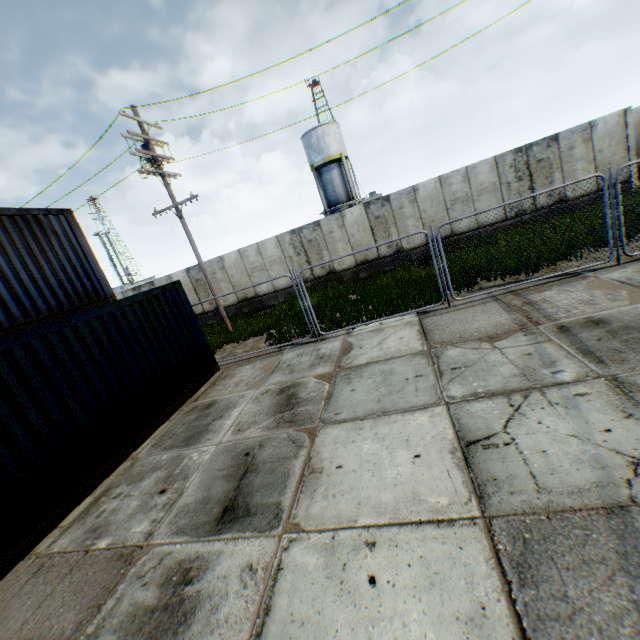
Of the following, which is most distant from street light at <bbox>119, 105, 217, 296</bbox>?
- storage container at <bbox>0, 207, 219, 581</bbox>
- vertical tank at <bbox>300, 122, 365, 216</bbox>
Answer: vertical tank at <bbox>300, 122, 365, 216</bbox>

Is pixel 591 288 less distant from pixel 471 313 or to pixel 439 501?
pixel 471 313

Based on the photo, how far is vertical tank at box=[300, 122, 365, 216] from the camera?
31.22m

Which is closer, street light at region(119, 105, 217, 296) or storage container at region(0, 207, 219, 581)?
storage container at region(0, 207, 219, 581)

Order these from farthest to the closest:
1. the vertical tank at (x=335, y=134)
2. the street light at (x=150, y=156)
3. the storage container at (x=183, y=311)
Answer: the vertical tank at (x=335, y=134)
the street light at (x=150, y=156)
the storage container at (x=183, y=311)

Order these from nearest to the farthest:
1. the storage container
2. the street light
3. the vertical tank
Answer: the storage container → the street light → the vertical tank

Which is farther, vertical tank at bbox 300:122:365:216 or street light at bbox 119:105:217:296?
vertical tank at bbox 300:122:365:216

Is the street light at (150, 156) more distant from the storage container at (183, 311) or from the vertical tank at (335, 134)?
the vertical tank at (335, 134)
